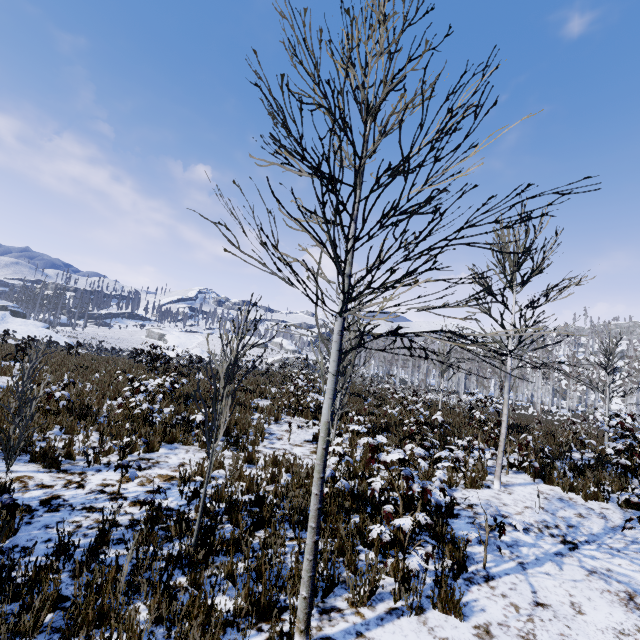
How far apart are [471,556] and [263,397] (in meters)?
10.28
